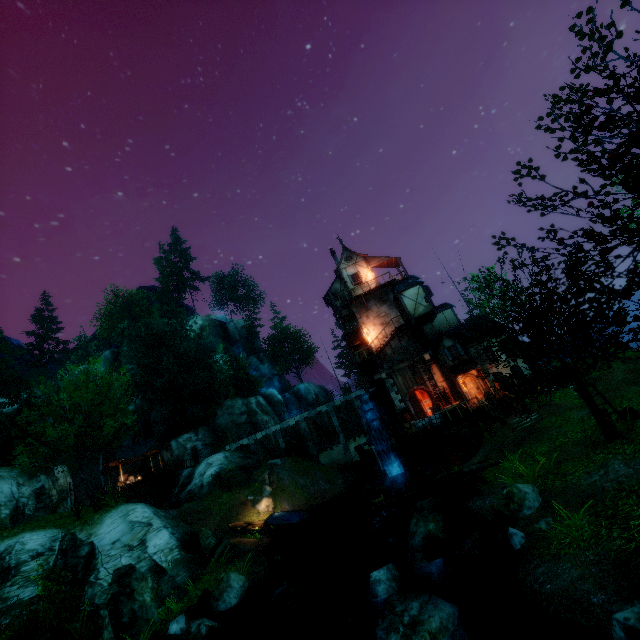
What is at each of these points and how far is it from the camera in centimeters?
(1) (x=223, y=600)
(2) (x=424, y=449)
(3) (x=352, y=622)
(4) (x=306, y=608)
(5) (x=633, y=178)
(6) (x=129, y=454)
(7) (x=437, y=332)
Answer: (1) rock, 1343cm
(2) stone arch, 2403cm
(3) rock, 1141cm
(4) rock, 1182cm
(5) tree, 511cm
(6) building, 3878cm
(7) building, 3200cm

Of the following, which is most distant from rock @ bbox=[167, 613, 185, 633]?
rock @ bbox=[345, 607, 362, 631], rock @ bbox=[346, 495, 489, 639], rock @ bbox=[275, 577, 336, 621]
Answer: rock @ bbox=[346, 495, 489, 639]

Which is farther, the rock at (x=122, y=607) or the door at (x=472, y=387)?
the door at (x=472, y=387)

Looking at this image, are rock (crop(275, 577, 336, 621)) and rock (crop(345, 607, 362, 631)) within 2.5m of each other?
yes

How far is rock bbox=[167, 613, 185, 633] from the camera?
12.1m

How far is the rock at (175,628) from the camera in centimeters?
1205cm

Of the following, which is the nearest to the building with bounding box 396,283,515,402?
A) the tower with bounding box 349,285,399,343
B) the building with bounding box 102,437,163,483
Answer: the tower with bounding box 349,285,399,343

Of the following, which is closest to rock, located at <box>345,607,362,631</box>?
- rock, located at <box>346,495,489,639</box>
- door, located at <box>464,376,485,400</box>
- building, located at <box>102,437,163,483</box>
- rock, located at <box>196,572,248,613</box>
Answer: rock, located at <box>346,495,489,639</box>
